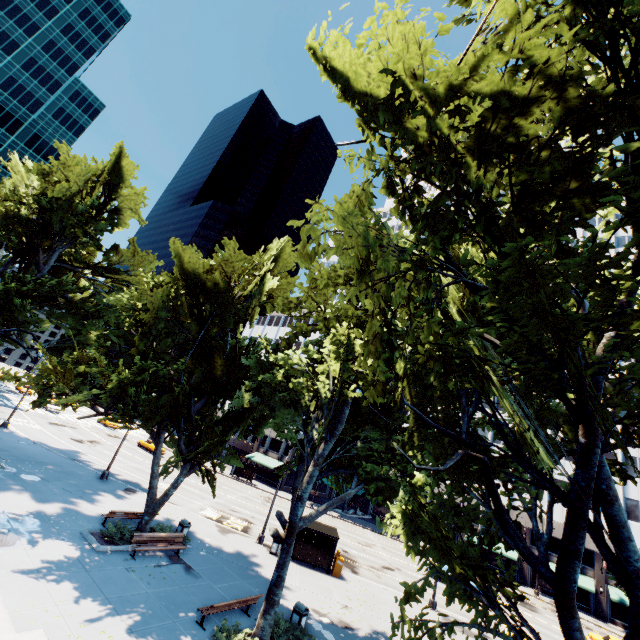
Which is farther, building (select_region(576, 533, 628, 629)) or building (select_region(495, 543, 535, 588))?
building (select_region(495, 543, 535, 588))

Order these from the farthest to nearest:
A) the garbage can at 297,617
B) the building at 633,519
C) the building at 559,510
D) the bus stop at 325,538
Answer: the building at 559,510 < the building at 633,519 < the bus stop at 325,538 < the garbage can at 297,617

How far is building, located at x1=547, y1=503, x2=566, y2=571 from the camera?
43.2m

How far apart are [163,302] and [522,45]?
16.61m

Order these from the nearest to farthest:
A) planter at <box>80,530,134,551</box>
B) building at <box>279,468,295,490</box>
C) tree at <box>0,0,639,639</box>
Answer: tree at <box>0,0,639,639</box>
planter at <box>80,530,134,551</box>
building at <box>279,468,295,490</box>

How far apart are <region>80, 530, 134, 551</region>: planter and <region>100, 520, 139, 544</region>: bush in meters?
0.1 m

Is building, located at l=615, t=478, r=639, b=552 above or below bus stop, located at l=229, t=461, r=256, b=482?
above

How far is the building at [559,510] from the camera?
43.16m
